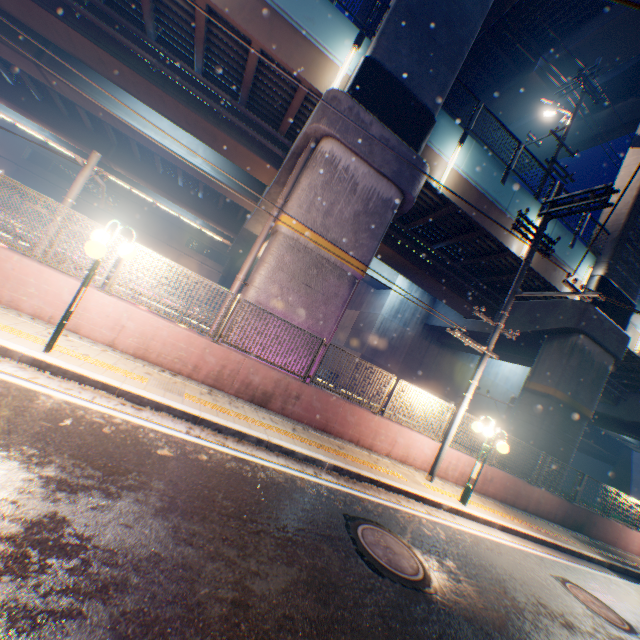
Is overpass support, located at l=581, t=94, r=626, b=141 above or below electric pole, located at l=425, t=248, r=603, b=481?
above

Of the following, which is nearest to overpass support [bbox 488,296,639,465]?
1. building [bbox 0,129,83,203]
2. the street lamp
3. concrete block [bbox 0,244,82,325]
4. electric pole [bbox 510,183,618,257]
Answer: concrete block [bbox 0,244,82,325]

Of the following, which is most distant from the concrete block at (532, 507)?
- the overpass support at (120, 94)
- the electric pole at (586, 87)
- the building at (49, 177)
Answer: the building at (49, 177)

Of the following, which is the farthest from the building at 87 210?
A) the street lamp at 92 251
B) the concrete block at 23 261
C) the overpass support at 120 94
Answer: the street lamp at 92 251

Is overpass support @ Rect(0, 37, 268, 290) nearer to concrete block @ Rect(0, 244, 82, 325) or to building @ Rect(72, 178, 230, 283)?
concrete block @ Rect(0, 244, 82, 325)

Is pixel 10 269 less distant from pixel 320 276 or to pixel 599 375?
pixel 320 276

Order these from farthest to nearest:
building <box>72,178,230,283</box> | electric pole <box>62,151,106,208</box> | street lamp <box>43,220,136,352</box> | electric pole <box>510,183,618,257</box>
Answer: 1. building <box>72,178,230,283</box>
2. electric pole <box>510,183,618,257</box>
3. electric pole <box>62,151,106,208</box>
4. street lamp <box>43,220,136,352</box>

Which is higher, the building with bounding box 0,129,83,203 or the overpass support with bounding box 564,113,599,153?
the overpass support with bounding box 564,113,599,153
